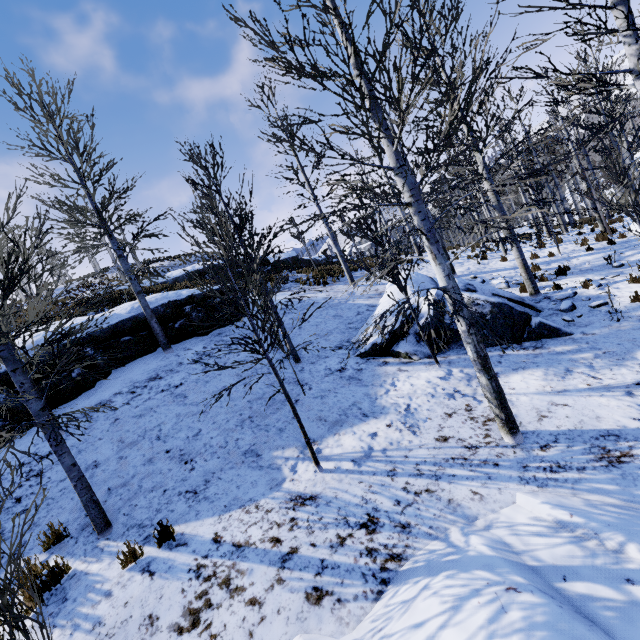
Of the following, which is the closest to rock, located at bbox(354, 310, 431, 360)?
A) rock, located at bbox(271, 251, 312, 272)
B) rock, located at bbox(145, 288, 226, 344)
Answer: rock, located at bbox(145, 288, 226, 344)

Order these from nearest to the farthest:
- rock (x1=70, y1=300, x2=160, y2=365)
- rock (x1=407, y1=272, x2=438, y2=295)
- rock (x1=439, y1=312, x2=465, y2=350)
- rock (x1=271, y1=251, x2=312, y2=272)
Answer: rock (x1=439, y1=312, x2=465, y2=350), rock (x1=70, y1=300, x2=160, y2=365), rock (x1=407, y1=272, x2=438, y2=295), rock (x1=271, y1=251, x2=312, y2=272)

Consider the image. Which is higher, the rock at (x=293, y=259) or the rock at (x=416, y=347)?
the rock at (x=293, y=259)

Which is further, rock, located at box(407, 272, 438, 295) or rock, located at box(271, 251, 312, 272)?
rock, located at box(271, 251, 312, 272)

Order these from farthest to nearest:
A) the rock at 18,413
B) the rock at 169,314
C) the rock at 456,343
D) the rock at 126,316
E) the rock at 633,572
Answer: the rock at 169,314, the rock at 126,316, the rock at 456,343, the rock at 18,413, the rock at 633,572

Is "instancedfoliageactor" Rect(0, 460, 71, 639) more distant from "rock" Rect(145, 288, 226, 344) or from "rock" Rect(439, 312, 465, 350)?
"rock" Rect(439, 312, 465, 350)

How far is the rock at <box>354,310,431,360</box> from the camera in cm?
831

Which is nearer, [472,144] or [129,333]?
[472,144]
